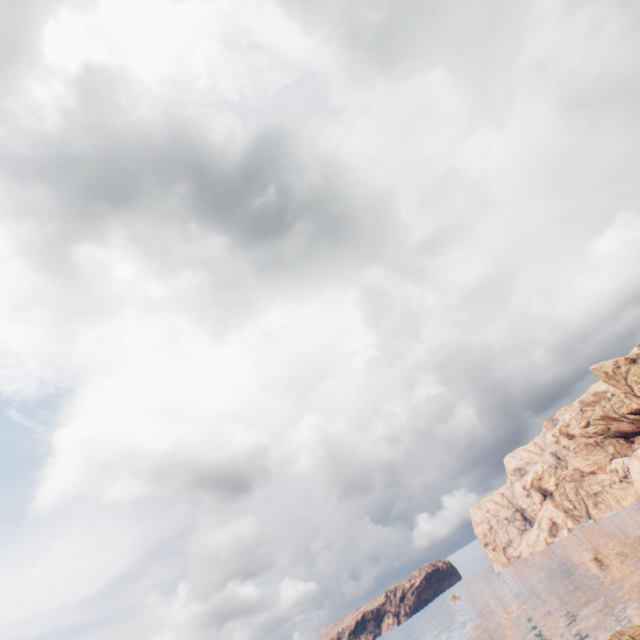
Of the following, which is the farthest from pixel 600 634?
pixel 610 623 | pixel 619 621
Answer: pixel 619 621
